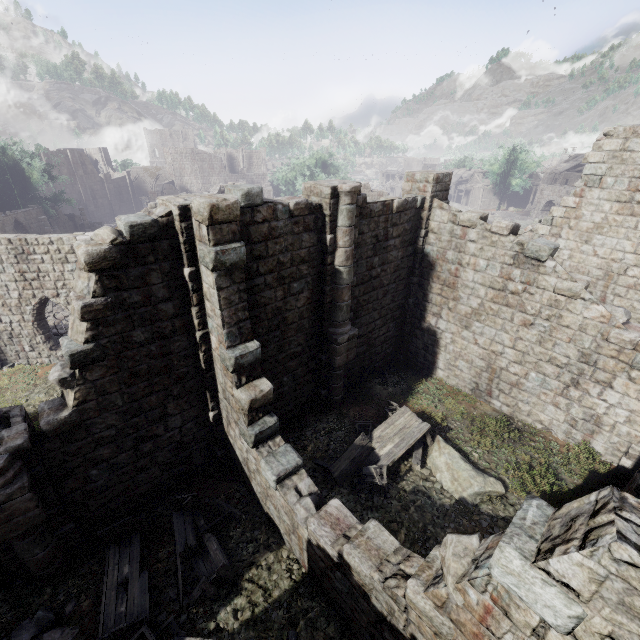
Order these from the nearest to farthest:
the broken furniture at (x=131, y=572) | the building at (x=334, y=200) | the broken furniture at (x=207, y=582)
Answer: the building at (x=334, y=200), the broken furniture at (x=131, y=572), the broken furniture at (x=207, y=582)

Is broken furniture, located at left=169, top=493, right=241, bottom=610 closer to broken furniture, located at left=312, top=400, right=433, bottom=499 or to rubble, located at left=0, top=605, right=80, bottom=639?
rubble, located at left=0, top=605, right=80, bottom=639

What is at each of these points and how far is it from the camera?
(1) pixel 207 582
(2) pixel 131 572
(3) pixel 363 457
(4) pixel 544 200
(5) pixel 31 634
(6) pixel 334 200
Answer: (1) broken furniture, 7.1 meters
(2) broken furniture, 7.5 meters
(3) broken furniture, 10.5 meters
(4) stone arch, 52.8 meters
(5) rubble, 6.6 meters
(6) building, 9.3 meters

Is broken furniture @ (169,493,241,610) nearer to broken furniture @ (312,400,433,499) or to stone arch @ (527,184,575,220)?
broken furniture @ (312,400,433,499)

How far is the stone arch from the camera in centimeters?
4978cm

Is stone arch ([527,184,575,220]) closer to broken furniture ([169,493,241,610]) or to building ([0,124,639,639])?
building ([0,124,639,639])

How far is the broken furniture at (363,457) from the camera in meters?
9.6

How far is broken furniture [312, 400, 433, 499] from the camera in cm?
965
